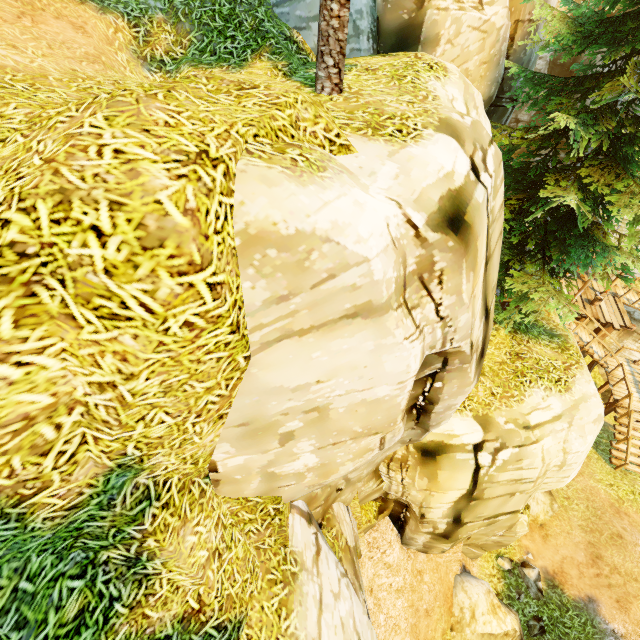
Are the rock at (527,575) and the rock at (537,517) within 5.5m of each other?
yes

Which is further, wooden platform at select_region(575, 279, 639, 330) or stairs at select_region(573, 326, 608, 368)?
wooden platform at select_region(575, 279, 639, 330)

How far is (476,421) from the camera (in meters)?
7.42

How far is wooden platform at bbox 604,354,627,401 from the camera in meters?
15.9

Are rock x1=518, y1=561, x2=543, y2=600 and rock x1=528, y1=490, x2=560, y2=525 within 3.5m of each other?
yes

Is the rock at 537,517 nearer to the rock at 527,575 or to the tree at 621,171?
the rock at 527,575

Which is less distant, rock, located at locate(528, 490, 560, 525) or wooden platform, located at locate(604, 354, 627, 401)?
rock, located at locate(528, 490, 560, 525)

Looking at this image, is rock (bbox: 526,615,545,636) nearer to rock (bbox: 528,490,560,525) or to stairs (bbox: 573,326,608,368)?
rock (bbox: 528,490,560,525)
